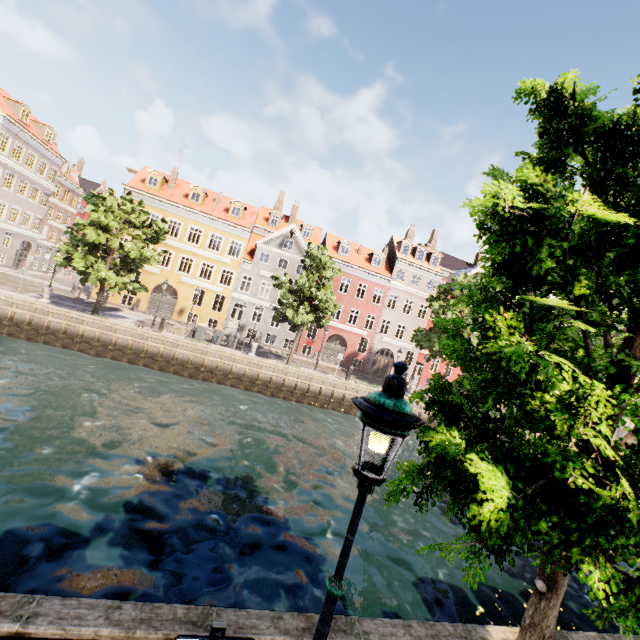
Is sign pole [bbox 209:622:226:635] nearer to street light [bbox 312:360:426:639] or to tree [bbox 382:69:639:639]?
street light [bbox 312:360:426:639]

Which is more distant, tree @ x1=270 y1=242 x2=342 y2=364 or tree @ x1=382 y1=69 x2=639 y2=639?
tree @ x1=270 y1=242 x2=342 y2=364

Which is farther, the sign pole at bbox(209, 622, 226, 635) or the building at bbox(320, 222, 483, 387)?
the building at bbox(320, 222, 483, 387)

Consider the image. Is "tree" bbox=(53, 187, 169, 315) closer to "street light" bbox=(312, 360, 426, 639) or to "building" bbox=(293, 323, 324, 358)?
"street light" bbox=(312, 360, 426, 639)

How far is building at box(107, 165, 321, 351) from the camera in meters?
30.8 m

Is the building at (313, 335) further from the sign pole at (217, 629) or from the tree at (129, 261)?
the sign pole at (217, 629)

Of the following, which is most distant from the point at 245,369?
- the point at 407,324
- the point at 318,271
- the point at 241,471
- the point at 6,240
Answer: the point at 6,240

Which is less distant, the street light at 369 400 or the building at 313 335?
the street light at 369 400
